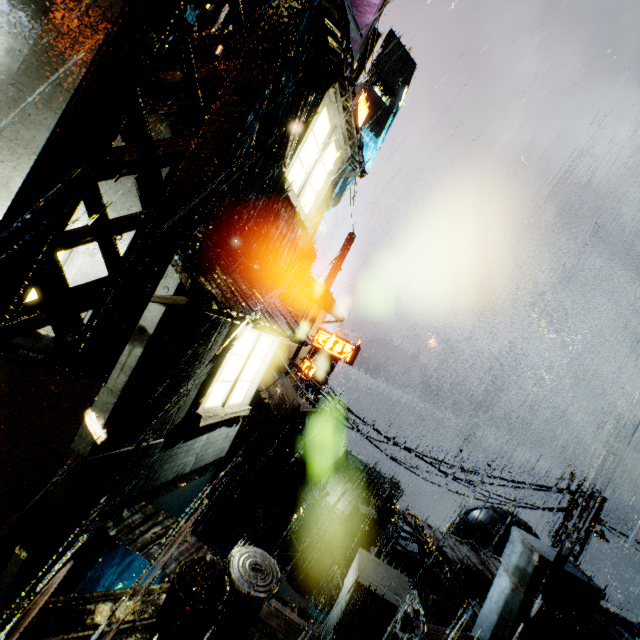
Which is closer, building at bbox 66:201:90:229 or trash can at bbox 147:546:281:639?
trash can at bbox 147:546:281:639

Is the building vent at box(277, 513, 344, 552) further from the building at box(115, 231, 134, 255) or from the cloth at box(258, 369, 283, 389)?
the cloth at box(258, 369, 283, 389)

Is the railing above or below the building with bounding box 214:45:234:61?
below

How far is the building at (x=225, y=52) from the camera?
4.95m

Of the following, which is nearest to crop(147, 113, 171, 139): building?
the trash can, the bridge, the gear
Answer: the bridge

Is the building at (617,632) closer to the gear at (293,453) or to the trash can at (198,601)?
the trash can at (198,601)

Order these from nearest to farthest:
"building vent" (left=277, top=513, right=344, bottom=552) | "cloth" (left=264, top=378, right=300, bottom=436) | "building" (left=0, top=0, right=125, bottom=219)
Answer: "building" (left=0, top=0, right=125, bottom=219)
"cloth" (left=264, top=378, right=300, bottom=436)
"building vent" (left=277, top=513, right=344, bottom=552)

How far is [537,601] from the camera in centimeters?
434cm
